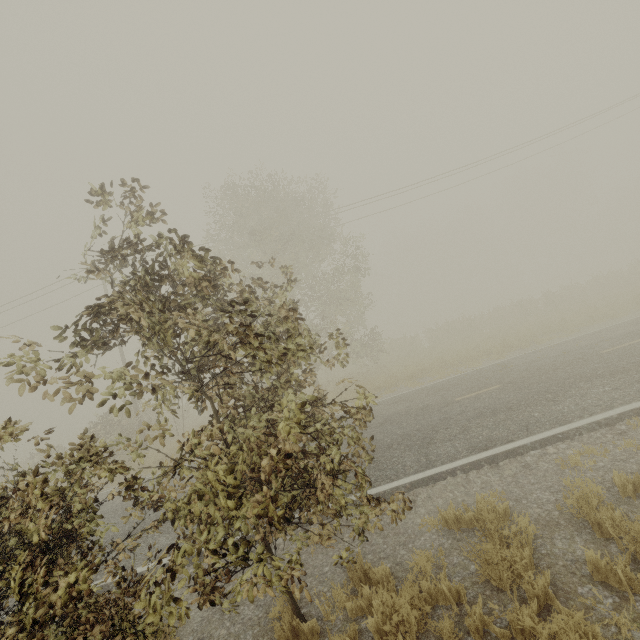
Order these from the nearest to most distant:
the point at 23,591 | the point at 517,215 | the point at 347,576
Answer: the point at 23,591 < the point at 347,576 < the point at 517,215
